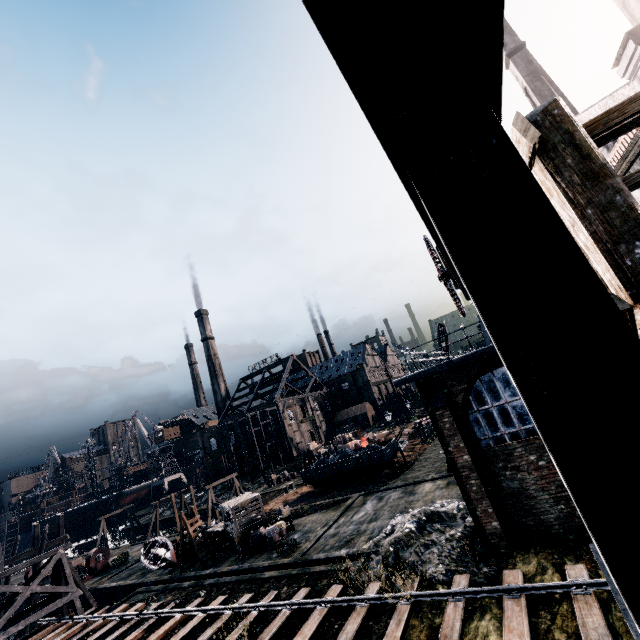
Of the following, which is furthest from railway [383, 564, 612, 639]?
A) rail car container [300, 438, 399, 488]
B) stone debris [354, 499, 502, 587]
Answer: rail car container [300, 438, 399, 488]

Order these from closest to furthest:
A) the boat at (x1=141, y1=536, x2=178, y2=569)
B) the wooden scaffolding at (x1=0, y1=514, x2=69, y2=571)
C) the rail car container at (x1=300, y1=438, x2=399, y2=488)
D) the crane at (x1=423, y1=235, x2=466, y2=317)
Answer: the crane at (x1=423, y1=235, x2=466, y2=317), the boat at (x1=141, y1=536, x2=178, y2=569), the wooden scaffolding at (x1=0, y1=514, x2=69, y2=571), the rail car container at (x1=300, y1=438, x2=399, y2=488)

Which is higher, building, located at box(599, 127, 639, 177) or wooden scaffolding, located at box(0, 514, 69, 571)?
building, located at box(599, 127, 639, 177)

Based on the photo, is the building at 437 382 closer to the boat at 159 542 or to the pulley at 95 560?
the boat at 159 542

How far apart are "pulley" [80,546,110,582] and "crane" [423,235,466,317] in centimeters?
4528cm

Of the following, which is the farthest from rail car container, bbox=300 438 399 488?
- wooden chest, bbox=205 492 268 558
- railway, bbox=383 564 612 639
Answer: railway, bbox=383 564 612 639

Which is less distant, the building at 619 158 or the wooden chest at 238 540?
the building at 619 158

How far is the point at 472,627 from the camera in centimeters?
1038cm
